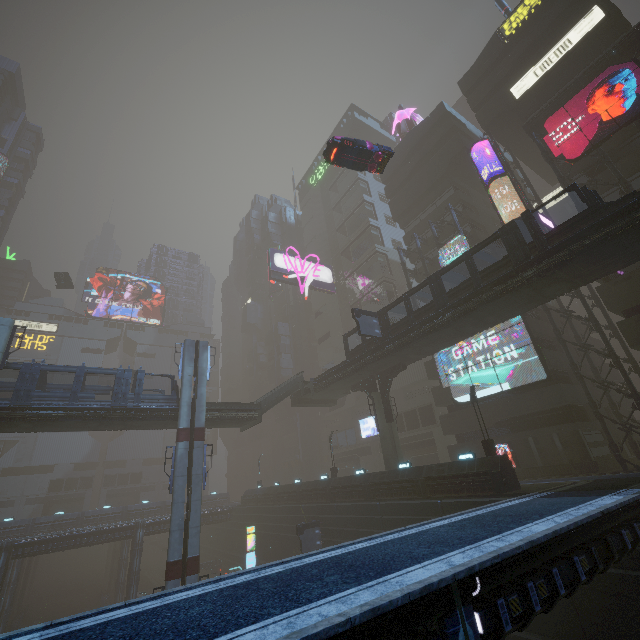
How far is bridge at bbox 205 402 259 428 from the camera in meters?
29.7

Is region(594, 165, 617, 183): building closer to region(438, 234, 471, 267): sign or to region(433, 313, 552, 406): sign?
region(433, 313, 552, 406): sign

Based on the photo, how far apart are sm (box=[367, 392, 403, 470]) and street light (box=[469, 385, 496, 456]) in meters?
9.4 m

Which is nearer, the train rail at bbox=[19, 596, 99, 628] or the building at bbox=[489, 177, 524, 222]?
the building at bbox=[489, 177, 524, 222]

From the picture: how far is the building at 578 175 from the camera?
26.92m

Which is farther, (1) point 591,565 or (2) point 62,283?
(2) point 62,283

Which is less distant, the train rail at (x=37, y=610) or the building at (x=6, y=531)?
the building at (x=6, y=531)

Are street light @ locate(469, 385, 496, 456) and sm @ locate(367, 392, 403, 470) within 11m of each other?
yes
